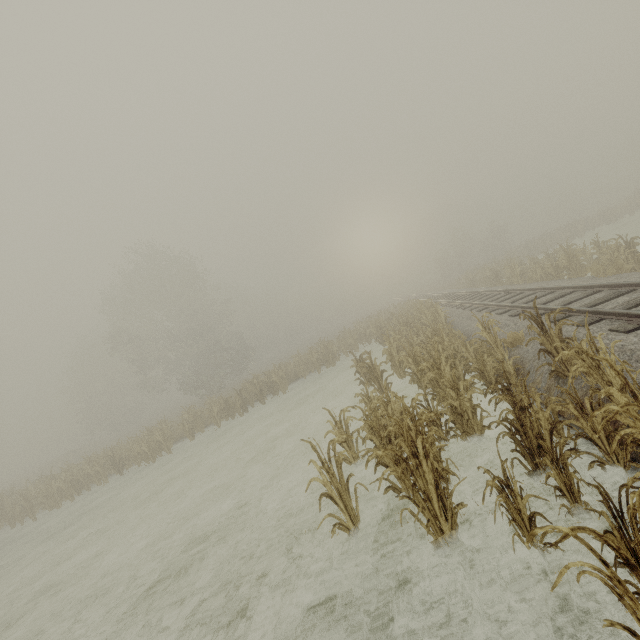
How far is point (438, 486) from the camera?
4.4m
